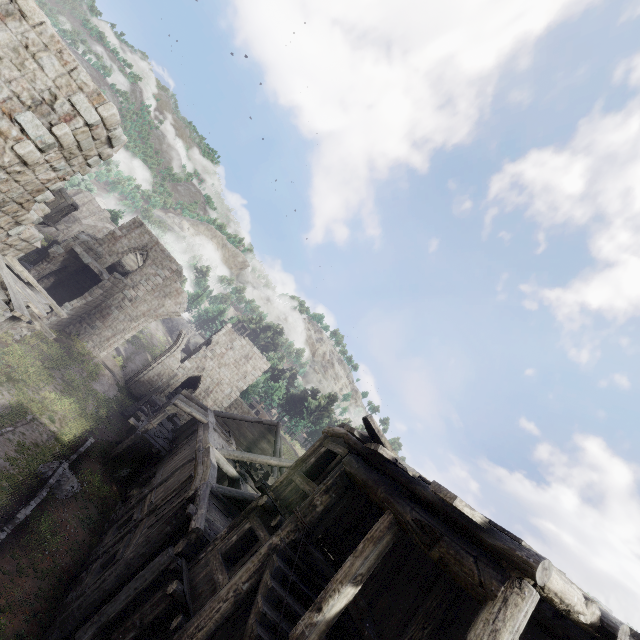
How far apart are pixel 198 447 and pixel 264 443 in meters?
10.4 m

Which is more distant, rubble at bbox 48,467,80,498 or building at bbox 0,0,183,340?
rubble at bbox 48,467,80,498

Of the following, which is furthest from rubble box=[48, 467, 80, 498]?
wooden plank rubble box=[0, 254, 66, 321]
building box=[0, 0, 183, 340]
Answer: wooden plank rubble box=[0, 254, 66, 321]

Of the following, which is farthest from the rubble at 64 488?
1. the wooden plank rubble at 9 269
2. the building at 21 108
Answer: the wooden plank rubble at 9 269

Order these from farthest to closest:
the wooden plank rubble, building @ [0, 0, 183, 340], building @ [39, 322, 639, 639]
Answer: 1. the wooden plank rubble
2. building @ [0, 0, 183, 340]
3. building @ [39, 322, 639, 639]

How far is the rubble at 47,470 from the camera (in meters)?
13.97
